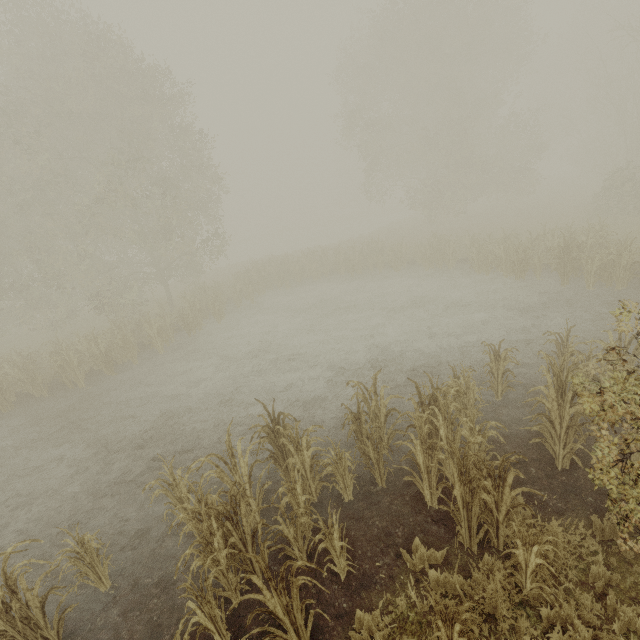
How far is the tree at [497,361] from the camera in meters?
6.9

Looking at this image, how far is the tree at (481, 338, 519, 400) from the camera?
6.9m

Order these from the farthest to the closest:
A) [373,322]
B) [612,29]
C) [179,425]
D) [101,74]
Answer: [612,29]
[101,74]
[373,322]
[179,425]

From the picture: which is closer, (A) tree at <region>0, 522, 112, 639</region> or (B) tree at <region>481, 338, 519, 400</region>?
(A) tree at <region>0, 522, 112, 639</region>

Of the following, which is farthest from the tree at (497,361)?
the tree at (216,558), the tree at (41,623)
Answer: the tree at (41,623)

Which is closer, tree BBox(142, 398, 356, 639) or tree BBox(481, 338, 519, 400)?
tree BBox(142, 398, 356, 639)

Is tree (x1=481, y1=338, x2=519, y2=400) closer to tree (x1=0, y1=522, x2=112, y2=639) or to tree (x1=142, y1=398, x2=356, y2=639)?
tree (x1=142, y1=398, x2=356, y2=639)
